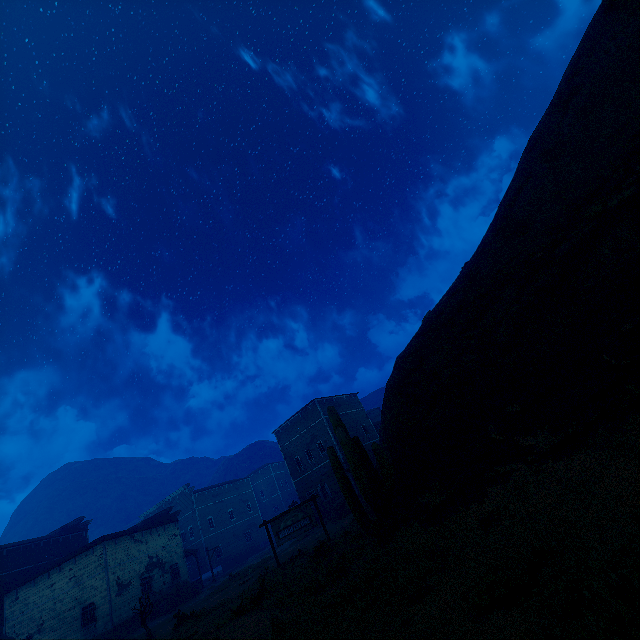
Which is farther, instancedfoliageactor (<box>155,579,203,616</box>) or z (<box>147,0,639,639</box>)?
instancedfoliageactor (<box>155,579,203,616</box>)

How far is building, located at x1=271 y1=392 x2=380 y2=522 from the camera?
33.2 meters

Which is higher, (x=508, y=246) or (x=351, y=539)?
(x=508, y=246)

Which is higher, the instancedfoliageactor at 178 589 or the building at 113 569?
the building at 113 569

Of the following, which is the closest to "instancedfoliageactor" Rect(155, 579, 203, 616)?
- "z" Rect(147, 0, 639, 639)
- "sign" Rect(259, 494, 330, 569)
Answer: "z" Rect(147, 0, 639, 639)

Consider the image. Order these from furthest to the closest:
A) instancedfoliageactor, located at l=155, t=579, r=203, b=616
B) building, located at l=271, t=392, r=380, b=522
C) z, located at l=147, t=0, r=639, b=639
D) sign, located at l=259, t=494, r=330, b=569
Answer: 1. building, located at l=271, t=392, r=380, b=522
2. instancedfoliageactor, located at l=155, t=579, r=203, b=616
3. sign, located at l=259, t=494, r=330, b=569
4. z, located at l=147, t=0, r=639, b=639

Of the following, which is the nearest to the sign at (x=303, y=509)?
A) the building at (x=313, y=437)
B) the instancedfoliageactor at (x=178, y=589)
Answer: the building at (x=313, y=437)

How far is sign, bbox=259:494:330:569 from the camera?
16.3m
